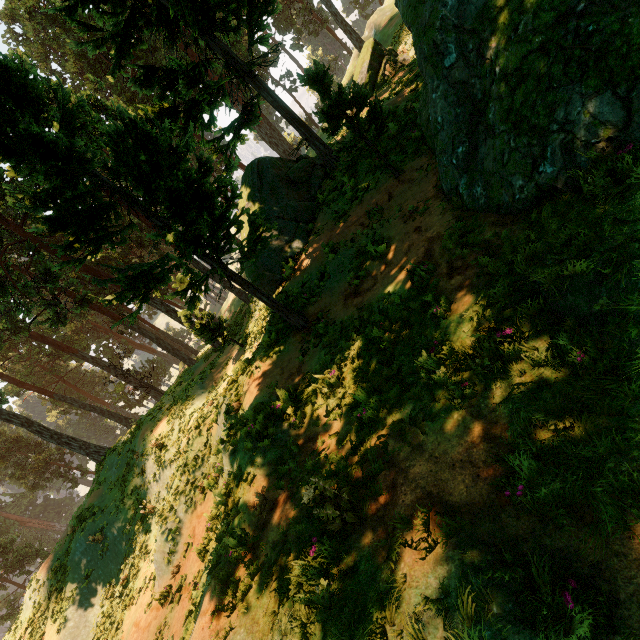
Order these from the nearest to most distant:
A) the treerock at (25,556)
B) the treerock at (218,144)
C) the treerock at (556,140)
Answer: the treerock at (556,140) < the treerock at (218,144) < the treerock at (25,556)

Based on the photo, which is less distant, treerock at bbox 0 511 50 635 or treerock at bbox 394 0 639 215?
treerock at bbox 394 0 639 215

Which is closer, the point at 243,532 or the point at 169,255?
the point at 243,532

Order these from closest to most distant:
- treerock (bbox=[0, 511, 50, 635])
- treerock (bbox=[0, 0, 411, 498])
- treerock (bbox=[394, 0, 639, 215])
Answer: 1. treerock (bbox=[394, 0, 639, 215])
2. treerock (bbox=[0, 0, 411, 498])
3. treerock (bbox=[0, 511, 50, 635])

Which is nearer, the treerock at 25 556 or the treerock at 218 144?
the treerock at 218 144

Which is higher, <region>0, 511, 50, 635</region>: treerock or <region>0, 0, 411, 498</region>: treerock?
<region>0, 0, 411, 498</region>: treerock
